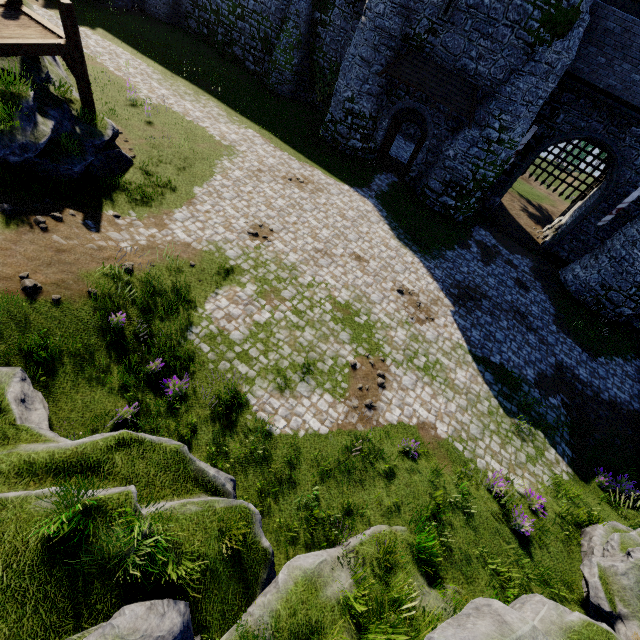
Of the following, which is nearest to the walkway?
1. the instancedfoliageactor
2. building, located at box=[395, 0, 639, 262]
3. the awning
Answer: the instancedfoliageactor

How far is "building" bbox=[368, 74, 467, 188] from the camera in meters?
19.2

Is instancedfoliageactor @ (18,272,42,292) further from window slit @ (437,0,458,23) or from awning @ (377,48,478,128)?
window slit @ (437,0,458,23)

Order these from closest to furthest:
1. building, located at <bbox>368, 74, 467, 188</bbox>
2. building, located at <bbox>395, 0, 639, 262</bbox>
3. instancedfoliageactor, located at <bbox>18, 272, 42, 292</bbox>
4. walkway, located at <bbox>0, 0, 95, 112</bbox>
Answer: instancedfoliageactor, located at <bbox>18, 272, 42, 292</bbox>, walkway, located at <bbox>0, 0, 95, 112</bbox>, building, located at <bbox>395, 0, 639, 262</bbox>, building, located at <bbox>368, 74, 467, 188</bbox>

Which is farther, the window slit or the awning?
the awning

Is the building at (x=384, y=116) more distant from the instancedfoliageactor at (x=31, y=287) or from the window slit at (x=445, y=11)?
the instancedfoliageactor at (x=31, y=287)

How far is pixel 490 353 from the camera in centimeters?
1378cm

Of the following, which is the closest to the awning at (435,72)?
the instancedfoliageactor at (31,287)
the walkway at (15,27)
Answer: the walkway at (15,27)
